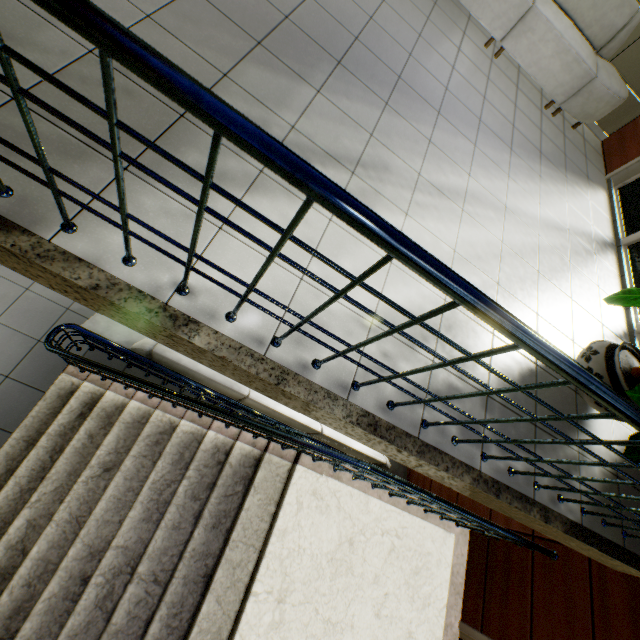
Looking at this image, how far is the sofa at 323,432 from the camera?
3.65m

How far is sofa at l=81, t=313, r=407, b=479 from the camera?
3.65m

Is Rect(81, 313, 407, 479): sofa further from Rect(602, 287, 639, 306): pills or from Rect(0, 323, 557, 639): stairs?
Rect(602, 287, 639, 306): pills

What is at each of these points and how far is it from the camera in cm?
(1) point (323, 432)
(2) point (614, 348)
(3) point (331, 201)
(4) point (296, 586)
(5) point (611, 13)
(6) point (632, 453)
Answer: (1) sofa, 411
(2) flower pot, 251
(3) stairs, 73
(4) stairs, 287
(5) sofa, 404
(6) pills, 204

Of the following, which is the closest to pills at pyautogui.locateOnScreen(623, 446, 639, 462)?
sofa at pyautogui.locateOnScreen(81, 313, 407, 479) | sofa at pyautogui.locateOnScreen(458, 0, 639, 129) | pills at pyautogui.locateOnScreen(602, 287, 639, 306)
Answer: pills at pyautogui.locateOnScreen(602, 287, 639, 306)

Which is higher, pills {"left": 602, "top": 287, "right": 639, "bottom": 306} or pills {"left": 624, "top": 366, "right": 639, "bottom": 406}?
pills {"left": 624, "top": 366, "right": 639, "bottom": 406}

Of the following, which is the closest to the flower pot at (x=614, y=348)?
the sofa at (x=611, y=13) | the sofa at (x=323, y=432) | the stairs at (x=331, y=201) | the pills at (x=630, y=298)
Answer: the pills at (x=630, y=298)

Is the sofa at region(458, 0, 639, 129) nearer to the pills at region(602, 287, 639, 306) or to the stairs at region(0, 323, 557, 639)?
the pills at region(602, 287, 639, 306)
